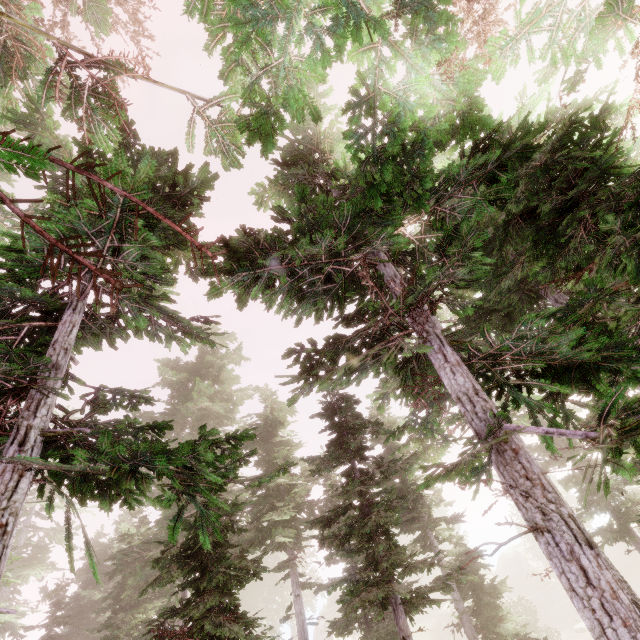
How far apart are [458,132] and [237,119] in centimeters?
355cm

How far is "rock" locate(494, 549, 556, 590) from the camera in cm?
5106

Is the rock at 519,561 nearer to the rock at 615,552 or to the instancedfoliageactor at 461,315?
the instancedfoliageactor at 461,315

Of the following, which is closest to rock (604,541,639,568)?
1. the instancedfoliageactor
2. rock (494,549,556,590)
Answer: the instancedfoliageactor

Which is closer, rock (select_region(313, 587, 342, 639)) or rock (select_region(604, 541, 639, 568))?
rock (select_region(604, 541, 639, 568))

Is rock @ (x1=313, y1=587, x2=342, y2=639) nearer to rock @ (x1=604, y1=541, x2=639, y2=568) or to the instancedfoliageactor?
the instancedfoliageactor

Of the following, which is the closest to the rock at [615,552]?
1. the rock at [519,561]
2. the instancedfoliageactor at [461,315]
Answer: the instancedfoliageactor at [461,315]
